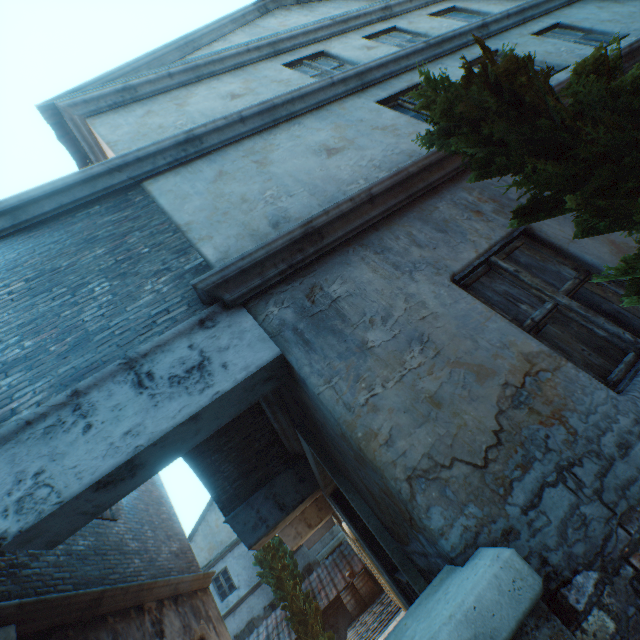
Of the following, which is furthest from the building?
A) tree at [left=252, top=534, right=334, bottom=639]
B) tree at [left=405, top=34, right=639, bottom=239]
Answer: tree at [left=252, top=534, right=334, bottom=639]

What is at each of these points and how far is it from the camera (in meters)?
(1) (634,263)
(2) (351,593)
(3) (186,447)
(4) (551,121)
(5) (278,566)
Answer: (1) tree, 1.77
(2) barrel, 13.31
(3) building, 2.34
(4) tree, 1.91
(5) tree, 14.27

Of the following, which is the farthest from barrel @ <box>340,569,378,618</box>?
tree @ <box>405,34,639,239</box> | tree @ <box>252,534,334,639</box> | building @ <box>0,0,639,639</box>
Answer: tree @ <box>405,34,639,239</box>

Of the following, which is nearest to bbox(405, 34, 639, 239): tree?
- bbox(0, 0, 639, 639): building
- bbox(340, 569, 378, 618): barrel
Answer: bbox(0, 0, 639, 639): building

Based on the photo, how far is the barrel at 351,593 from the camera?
13.1m

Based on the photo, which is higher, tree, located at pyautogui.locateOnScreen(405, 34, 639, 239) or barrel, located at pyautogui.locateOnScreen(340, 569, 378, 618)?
tree, located at pyautogui.locateOnScreen(405, 34, 639, 239)

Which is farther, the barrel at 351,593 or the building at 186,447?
the barrel at 351,593

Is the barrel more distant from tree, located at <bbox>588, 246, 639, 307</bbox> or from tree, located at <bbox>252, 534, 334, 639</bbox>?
tree, located at <bbox>588, 246, 639, 307</bbox>
